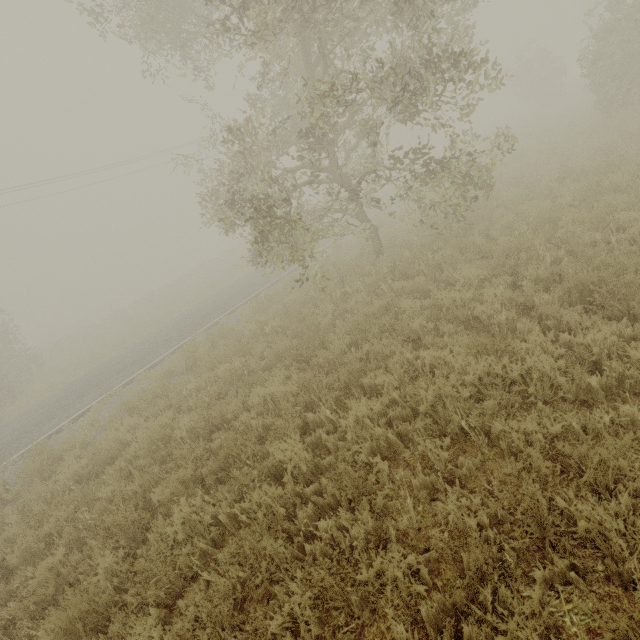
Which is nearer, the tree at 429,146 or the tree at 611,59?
the tree at 429,146

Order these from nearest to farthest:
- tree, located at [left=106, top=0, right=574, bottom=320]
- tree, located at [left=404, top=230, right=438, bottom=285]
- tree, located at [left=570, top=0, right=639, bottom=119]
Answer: tree, located at [left=106, top=0, right=574, bottom=320] < tree, located at [left=404, top=230, right=438, bottom=285] < tree, located at [left=570, top=0, right=639, bottom=119]

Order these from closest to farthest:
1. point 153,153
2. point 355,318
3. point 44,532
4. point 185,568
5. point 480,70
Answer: point 185,568 < point 44,532 < point 480,70 < point 355,318 < point 153,153

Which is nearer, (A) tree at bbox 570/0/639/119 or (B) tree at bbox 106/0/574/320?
(B) tree at bbox 106/0/574/320

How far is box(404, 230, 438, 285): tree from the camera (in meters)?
8.06
